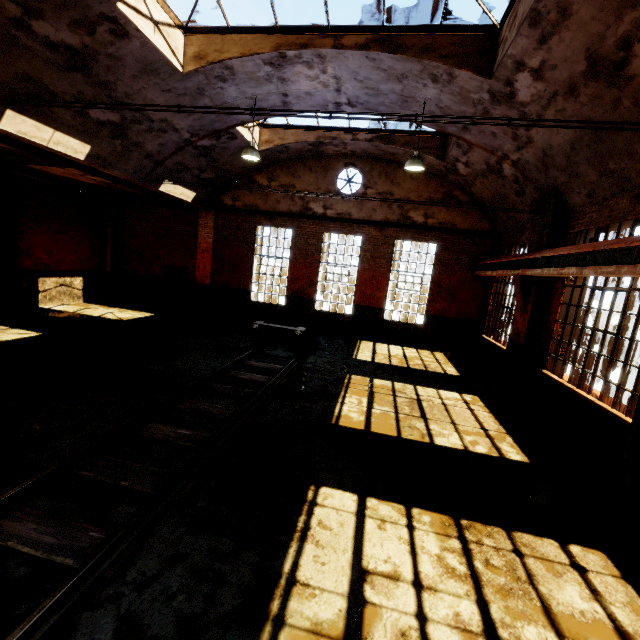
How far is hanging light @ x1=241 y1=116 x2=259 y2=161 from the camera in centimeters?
918cm

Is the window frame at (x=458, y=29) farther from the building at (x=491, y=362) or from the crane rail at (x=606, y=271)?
the crane rail at (x=606, y=271)

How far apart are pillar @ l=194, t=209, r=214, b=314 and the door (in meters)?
0.37

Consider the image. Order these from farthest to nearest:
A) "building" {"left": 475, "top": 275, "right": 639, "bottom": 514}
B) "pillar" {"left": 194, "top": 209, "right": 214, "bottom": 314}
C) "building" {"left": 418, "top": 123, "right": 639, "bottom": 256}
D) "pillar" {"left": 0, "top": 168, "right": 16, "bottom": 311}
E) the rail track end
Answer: "pillar" {"left": 194, "top": 209, "right": 214, "bottom": 314}, "pillar" {"left": 0, "top": 168, "right": 16, "bottom": 311}, the rail track end, "building" {"left": 418, "top": 123, "right": 639, "bottom": 256}, "building" {"left": 475, "top": 275, "right": 639, "bottom": 514}

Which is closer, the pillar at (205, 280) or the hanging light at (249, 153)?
the hanging light at (249, 153)

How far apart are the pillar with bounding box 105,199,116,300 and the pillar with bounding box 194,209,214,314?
4.4 meters

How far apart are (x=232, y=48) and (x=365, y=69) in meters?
3.2 m

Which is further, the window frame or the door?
the door
